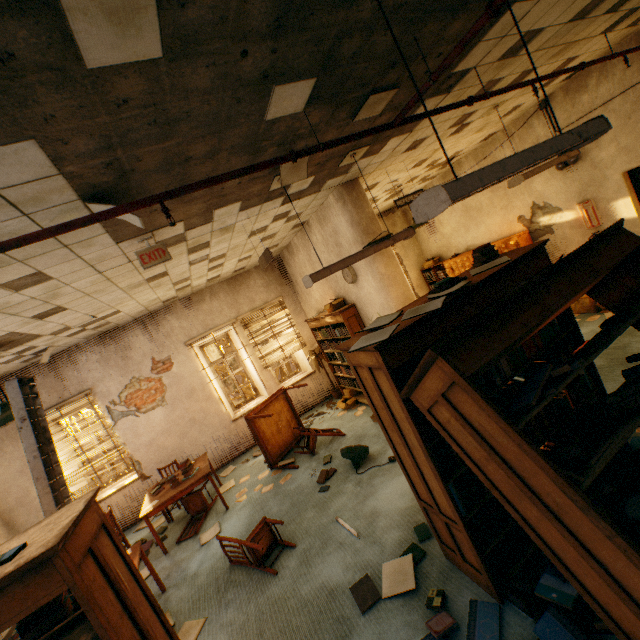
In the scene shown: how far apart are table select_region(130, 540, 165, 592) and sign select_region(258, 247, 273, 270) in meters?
3.9

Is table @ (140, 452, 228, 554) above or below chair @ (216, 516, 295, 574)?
above

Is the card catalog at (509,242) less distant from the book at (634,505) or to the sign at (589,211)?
the sign at (589,211)

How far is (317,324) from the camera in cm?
721

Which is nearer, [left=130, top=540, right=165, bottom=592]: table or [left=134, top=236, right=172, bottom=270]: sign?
[left=134, top=236, right=172, bottom=270]: sign

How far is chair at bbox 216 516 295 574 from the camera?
3.9 meters

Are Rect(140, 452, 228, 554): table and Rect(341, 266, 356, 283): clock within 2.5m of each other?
no

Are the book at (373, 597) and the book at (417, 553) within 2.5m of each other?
yes
